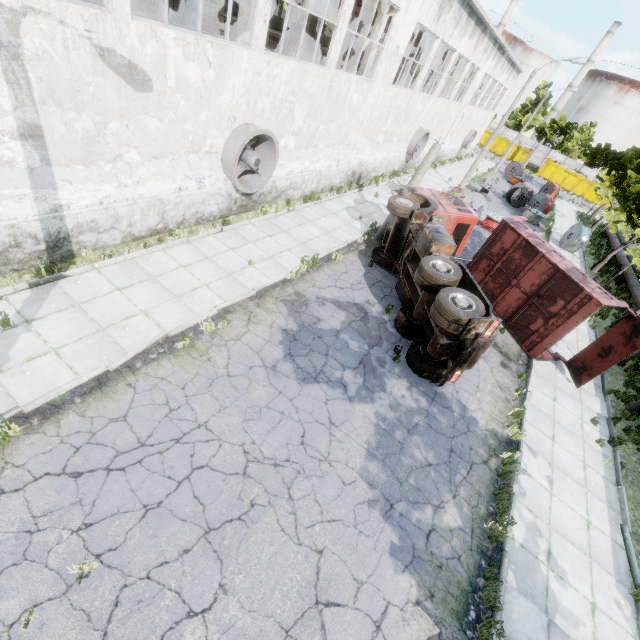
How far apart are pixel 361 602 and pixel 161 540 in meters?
3.5 m

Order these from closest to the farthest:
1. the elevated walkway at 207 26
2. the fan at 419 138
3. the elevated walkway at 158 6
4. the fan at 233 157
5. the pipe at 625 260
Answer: the fan at 233 157 → the elevated walkway at 207 26 → the elevated walkway at 158 6 → the fan at 419 138 → the pipe at 625 260

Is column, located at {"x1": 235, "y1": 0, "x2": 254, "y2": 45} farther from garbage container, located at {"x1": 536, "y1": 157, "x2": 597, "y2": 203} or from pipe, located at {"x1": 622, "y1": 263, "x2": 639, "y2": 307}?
garbage container, located at {"x1": 536, "y1": 157, "x2": 597, "y2": 203}

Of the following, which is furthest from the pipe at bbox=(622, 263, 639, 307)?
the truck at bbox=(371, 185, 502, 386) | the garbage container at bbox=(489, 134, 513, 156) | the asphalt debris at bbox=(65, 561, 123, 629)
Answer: the garbage container at bbox=(489, 134, 513, 156)

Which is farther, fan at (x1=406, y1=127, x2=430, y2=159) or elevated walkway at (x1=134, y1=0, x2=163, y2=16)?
fan at (x1=406, y1=127, x2=430, y2=159)

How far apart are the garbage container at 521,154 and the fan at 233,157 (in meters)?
57.63

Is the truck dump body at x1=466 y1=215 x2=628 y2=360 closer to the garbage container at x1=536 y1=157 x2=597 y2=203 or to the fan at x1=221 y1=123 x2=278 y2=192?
the fan at x1=221 y1=123 x2=278 y2=192

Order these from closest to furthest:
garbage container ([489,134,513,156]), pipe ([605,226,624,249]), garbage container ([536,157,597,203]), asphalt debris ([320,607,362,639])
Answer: asphalt debris ([320,607,362,639]) < pipe ([605,226,624,249]) < garbage container ([536,157,597,203]) < garbage container ([489,134,513,156])
